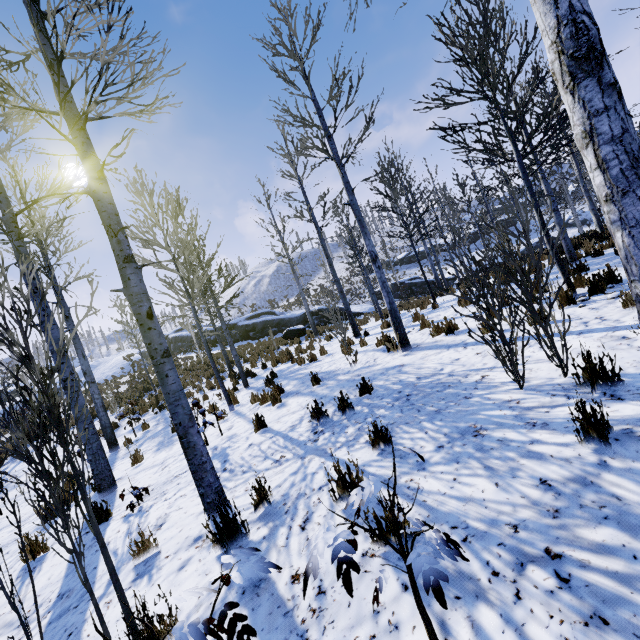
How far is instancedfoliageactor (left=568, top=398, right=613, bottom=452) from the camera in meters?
2.3

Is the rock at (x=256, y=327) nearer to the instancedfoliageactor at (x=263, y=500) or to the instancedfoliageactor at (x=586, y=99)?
the instancedfoliageactor at (x=586, y=99)

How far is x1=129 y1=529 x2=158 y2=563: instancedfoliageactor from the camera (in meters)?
3.39

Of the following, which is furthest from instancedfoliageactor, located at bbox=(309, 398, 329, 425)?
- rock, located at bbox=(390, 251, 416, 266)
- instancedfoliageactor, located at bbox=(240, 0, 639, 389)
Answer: rock, located at bbox=(390, 251, 416, 266)

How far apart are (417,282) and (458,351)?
28.8 meters

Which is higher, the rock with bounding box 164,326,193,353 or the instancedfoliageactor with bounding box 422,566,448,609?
the rock with bounding box 164,326,193,353

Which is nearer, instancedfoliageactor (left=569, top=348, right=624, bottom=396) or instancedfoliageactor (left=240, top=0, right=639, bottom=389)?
instancedfoliageactor (left=240, top=0, right=639, bottom=389)

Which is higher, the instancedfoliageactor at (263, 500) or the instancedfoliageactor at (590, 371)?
the instancedfoliageactor at (590, 371)
